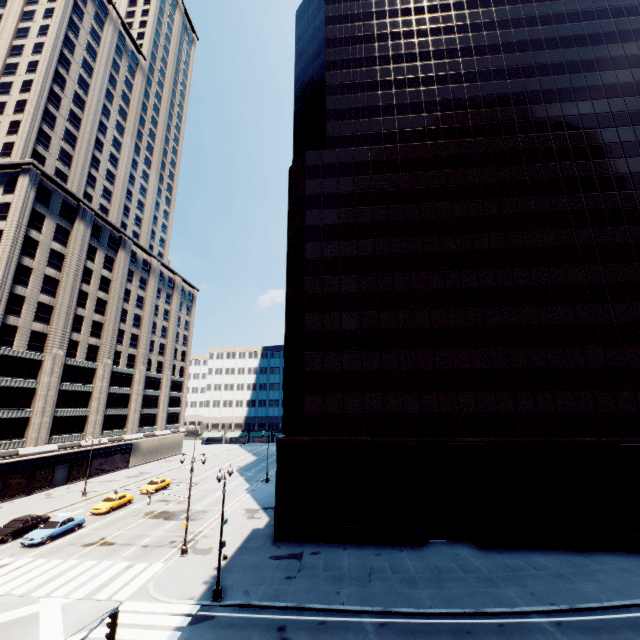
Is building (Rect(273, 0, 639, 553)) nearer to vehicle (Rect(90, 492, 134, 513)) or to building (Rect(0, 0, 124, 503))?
vehicle (Rect(90, 492, 134, 513))

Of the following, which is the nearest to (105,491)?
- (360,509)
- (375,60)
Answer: (360,509)

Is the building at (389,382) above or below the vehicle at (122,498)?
above

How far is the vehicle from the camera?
35.16m

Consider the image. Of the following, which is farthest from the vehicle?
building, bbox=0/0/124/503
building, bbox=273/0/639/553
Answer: building, bbox=273/0/639/553

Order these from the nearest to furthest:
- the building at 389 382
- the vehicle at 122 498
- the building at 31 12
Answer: the building at 389 382 < the vehicle at 122 498 < the building at 31 12
